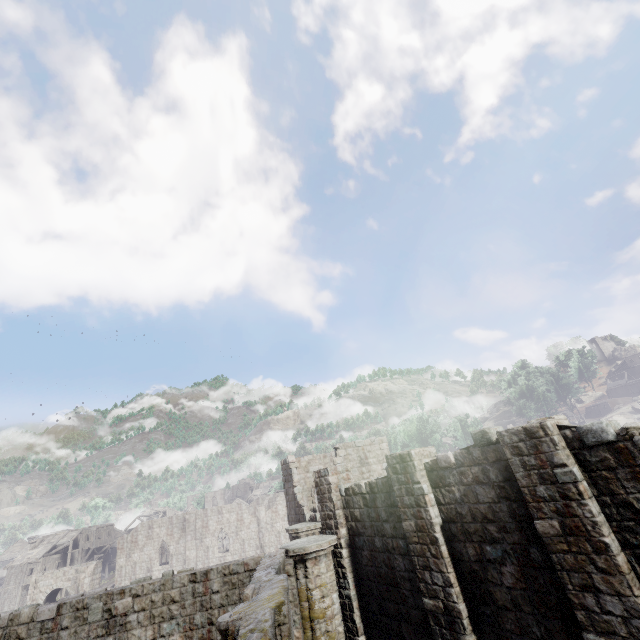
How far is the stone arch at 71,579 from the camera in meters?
41.9

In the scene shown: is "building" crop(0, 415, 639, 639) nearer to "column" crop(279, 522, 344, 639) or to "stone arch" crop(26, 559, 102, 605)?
"column" crop(279, 522, 344, 639)

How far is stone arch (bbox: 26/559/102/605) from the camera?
41.9m

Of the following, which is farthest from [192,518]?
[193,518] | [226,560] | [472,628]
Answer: [472,628]

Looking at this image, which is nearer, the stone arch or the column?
the column

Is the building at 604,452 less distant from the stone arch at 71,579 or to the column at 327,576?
the column at 327,576
